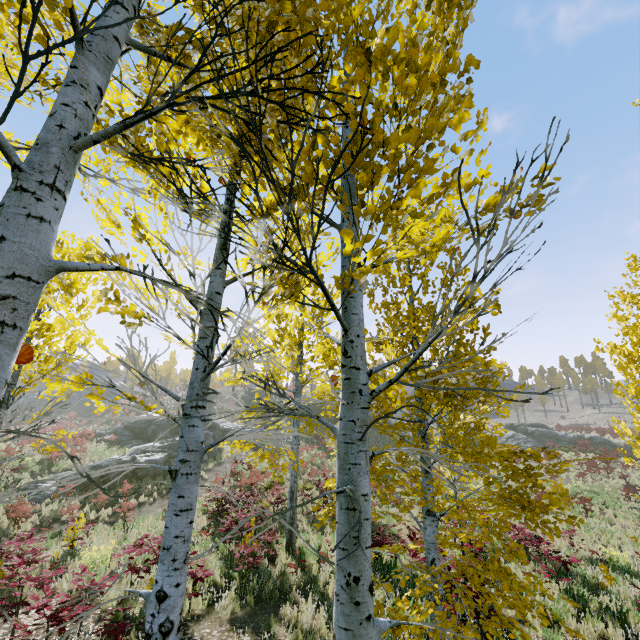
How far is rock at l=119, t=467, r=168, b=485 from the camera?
18.8m

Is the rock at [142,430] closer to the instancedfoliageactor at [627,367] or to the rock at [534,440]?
the instancedfoliageactor at [627,367]

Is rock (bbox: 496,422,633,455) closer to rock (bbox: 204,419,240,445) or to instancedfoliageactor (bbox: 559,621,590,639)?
instancedfoliageactor (bbox: 559,621,590,639)

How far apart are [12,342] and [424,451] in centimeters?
227cm

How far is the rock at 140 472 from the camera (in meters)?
18.75

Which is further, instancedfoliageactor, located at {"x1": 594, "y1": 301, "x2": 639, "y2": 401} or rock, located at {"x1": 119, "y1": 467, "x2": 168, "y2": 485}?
rock, located at {"x1": 119, "y1": 467, "x2": 168, "y2": 485}

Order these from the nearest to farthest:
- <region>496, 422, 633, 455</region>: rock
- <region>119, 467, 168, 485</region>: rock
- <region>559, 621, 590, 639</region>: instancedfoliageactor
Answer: <region>559, 621, 590, 639</region>: instancedfoliageactor → <region>119, 467, 168, 485</region>: rock → <region>496, 422, 633, 455</region>: rock
